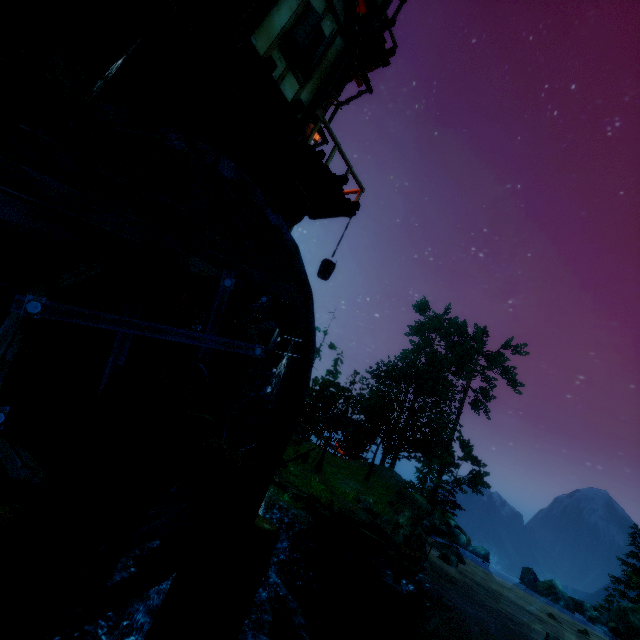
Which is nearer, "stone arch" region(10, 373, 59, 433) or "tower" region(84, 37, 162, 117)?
"stone arch" region(10, 373, 59, 433)

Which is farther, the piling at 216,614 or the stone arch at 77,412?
the stone arch at 77,412

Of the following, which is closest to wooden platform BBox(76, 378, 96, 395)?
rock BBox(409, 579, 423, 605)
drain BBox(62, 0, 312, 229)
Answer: drain BBox(62, 0, 312, 229)

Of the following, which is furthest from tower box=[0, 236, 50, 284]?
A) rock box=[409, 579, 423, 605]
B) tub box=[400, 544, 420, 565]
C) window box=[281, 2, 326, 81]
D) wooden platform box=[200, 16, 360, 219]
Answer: rock box=[409, 579, 423, 605]

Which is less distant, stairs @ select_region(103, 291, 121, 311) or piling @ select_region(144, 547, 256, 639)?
piling @ select_region(144, 547, 256, 639)

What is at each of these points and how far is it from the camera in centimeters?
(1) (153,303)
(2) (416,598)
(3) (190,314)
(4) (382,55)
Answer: (1) tower, 686cm
(2) rock, 1298cm
(3) tower, 777cm
(4) wooden platform, 1105cm

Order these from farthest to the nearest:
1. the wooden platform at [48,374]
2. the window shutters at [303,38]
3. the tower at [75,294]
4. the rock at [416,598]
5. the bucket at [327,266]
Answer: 1. the rock at [416,598]
2. the bucket at [327,266]
3. the window shutters at [303,38]
4. the tower at [75,294]
5. the wooden platform at [48,374]

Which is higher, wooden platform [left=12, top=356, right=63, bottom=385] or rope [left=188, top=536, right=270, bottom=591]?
wooden platform [left=12, top=356, right=63, bottom=385]
